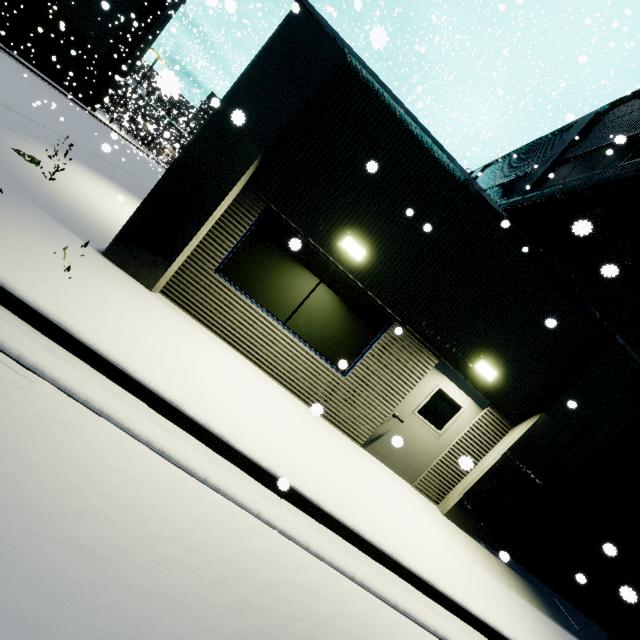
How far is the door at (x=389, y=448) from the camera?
6.3m

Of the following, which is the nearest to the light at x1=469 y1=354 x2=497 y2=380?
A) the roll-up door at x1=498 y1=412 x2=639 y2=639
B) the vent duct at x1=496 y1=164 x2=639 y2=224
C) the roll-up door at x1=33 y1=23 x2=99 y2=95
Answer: the roll-up door at x1=498 y1=412 x2=639 y2=639

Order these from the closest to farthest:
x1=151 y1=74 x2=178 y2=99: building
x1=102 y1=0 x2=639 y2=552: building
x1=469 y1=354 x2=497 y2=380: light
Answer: x1=151 y1=74 x2=178 y2=99: building < x1=102 y1=0 x2=639 y2=552: building < x1=469 y1=354 x2=497 y2=380: light

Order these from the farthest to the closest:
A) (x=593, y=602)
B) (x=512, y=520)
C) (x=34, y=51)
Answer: (x=34, y=51), (x=593, y=602), (x=512, y=520)

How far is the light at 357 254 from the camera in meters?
5.4

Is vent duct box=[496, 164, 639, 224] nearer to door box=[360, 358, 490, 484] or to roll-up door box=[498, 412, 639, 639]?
roll-up door box=[498, 412, 639, 639]

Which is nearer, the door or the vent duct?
the door

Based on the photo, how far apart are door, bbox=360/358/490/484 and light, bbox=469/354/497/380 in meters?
0.2 m
